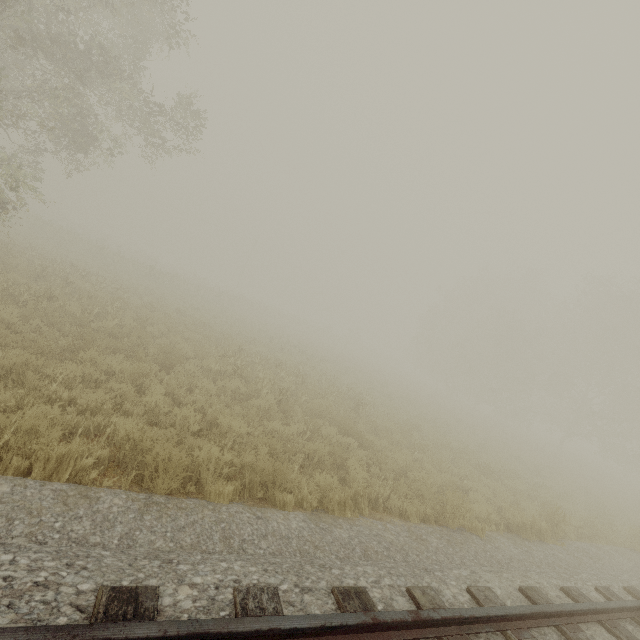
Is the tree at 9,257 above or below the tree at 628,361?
below

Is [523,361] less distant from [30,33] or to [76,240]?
[30,33]

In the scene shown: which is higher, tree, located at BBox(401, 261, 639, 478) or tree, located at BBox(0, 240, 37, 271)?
tree, located at BBox(401, 261, 639, 478)

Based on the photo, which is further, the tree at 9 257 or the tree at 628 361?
the tree at 628 361

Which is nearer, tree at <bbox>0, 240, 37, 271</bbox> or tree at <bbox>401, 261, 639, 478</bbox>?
tree at <bbox>0, 240, 37, 271</bbox>
